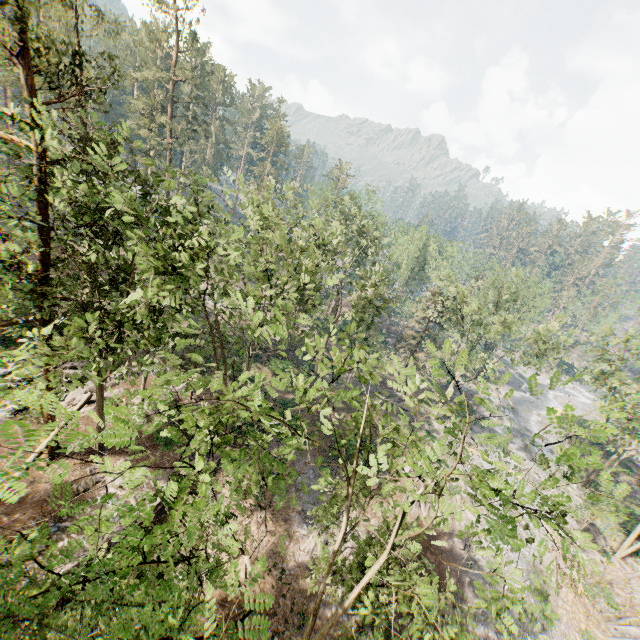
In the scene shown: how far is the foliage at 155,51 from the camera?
38.1 meters

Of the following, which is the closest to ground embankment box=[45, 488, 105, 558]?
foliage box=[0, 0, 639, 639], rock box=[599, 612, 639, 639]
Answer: foliage box=[0, 0, 639, 639]

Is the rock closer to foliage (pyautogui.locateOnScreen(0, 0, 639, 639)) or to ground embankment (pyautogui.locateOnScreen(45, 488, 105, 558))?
foliage (pyautogui.locateOnScreen(0, 0, 639, 639))

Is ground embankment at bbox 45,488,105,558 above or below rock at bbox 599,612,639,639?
above

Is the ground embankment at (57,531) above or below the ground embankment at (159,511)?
above

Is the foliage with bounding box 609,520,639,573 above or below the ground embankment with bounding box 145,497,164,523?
above

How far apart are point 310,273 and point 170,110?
37.8 meters

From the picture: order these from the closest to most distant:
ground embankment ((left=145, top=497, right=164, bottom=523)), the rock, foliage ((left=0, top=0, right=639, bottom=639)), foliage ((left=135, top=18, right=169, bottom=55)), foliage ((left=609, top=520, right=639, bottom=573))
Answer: foliage ((left=0, top=0, right=639, bottom=639))
ground embankment ((left=145, top=497, right=164, bottom=523))
the rock
foliage ((left=609, top=520, right=639, bottom=573))
foliage ((left=135, top=18, right=169, bottom=55))
